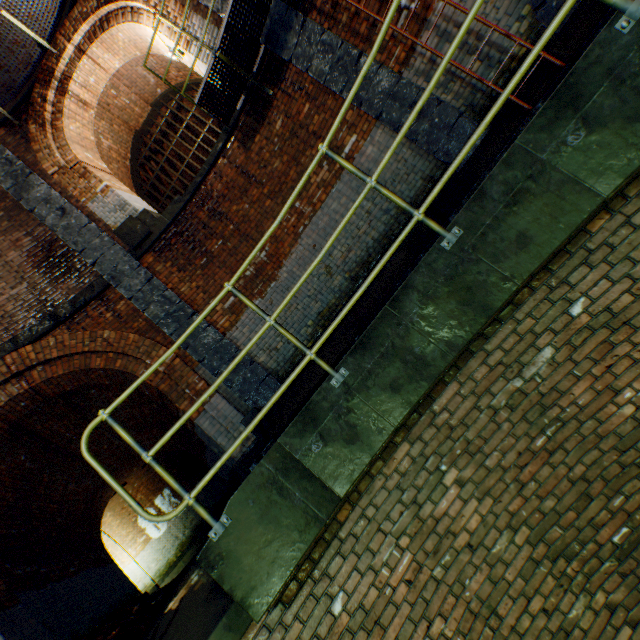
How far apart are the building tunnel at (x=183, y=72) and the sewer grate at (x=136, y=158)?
0.0m

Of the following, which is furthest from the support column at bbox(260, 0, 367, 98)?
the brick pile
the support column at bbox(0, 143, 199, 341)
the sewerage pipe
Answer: the brick pile

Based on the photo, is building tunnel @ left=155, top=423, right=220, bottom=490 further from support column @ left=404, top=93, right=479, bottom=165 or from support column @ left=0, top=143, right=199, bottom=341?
support column @ left=404, top=93, right=479, bottom=165

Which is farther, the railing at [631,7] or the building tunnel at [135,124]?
the building tunnel at [135,124]

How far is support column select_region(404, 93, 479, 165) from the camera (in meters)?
4.90

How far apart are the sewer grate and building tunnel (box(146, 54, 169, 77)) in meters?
0.0

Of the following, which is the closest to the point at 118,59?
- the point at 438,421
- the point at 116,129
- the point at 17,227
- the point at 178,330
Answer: the point at 116,129

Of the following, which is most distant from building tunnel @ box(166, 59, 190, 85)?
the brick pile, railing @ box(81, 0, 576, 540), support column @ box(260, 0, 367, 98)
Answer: the brick pile
